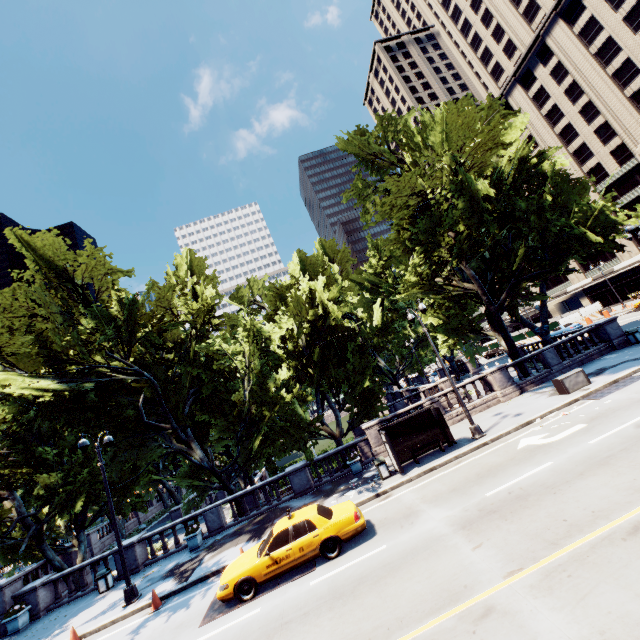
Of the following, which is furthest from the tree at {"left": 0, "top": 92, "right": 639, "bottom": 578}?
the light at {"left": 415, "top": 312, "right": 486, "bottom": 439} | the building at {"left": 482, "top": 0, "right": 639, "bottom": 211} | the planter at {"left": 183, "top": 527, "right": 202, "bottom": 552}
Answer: the building at {"left": 482, "top": 0, "right": 639, "bottom": 211}

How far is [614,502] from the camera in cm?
757

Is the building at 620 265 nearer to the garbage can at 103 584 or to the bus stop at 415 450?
the bus stop at 415 450

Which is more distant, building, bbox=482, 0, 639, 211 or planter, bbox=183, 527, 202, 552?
building, bbox=482, 0, 639, 211

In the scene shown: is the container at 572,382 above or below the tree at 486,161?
below

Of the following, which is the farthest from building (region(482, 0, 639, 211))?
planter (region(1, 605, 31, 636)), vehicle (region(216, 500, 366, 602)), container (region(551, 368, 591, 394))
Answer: planter (region(1, 605, 31, 636))

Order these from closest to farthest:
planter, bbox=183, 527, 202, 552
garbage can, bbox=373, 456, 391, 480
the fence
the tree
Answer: garbage can, bbox=373, 456, 391, 480
the tree
planter, bbox=183, 527, 202, 552
the fence

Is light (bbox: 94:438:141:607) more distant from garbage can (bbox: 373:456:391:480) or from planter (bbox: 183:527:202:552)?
garbage can (bbox: 373:456:391:480)
